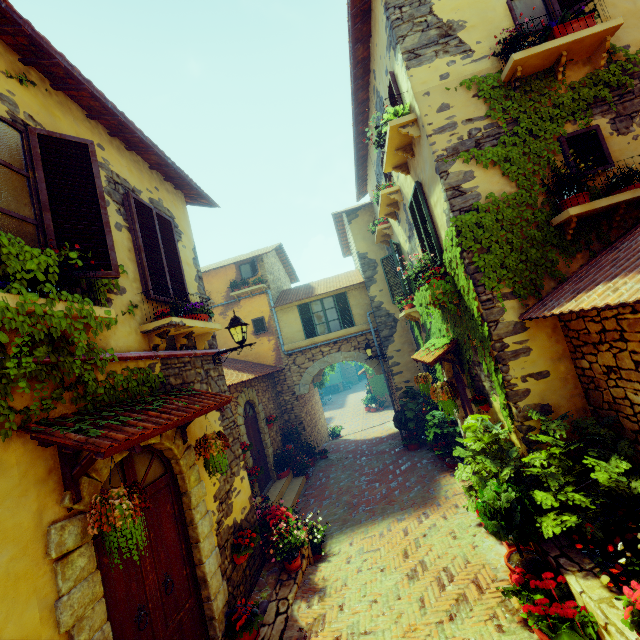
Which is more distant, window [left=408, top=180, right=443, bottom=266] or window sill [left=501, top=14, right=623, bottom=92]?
window [left=408, top=180, right=443, bottom=266]

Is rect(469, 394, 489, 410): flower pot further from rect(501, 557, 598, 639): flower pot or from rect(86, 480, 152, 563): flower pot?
rect(86, 480, 152, 563): flower pot

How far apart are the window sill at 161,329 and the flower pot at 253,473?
4.8m

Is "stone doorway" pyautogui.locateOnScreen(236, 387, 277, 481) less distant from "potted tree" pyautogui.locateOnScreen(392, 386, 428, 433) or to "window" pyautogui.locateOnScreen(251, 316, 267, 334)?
"window" pyautogui.locateOnScreen(251, 316, 267, 334)

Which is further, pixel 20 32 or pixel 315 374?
pixel 315 374

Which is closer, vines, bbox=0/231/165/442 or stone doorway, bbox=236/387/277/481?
vines, bbox=0/231/165/442

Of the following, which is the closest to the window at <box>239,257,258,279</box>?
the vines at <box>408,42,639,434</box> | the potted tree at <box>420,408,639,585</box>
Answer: the vines at <box>408,42,639,434</box>

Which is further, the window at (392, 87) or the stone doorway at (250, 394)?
the stone doorway at (250, 394)
